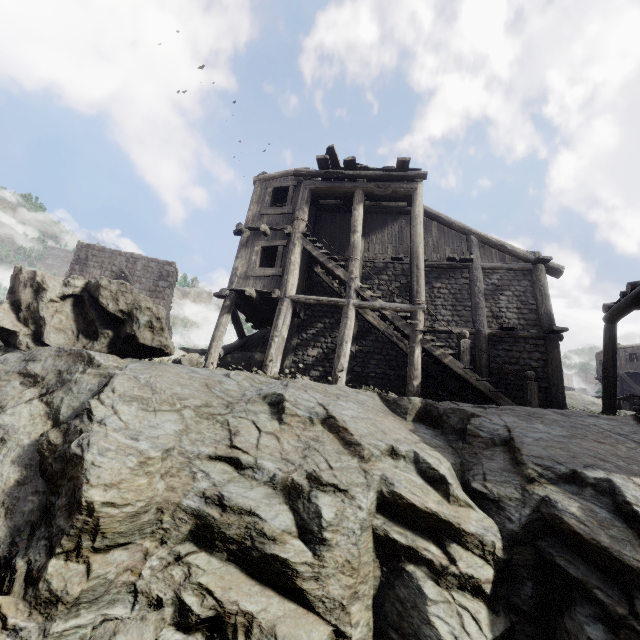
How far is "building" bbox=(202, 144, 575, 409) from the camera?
11.0m

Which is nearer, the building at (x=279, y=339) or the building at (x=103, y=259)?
the building at (x=279, y=339)

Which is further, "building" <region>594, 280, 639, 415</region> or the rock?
"building" <region>594, 280, 639, 415</region>

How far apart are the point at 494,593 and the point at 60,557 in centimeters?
599cm

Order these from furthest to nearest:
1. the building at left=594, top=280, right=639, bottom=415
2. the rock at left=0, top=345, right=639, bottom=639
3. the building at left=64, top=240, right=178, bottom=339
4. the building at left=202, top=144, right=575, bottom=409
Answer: the building at left=64, top=240, right=178, bottom=339
the building at left=594, top=280, right=639, bottom=415
the building at left=202, top=144, right=575, bottom=409
the rock at left=0, top=345, right=639, bottom=639

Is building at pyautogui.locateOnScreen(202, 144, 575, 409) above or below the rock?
above
